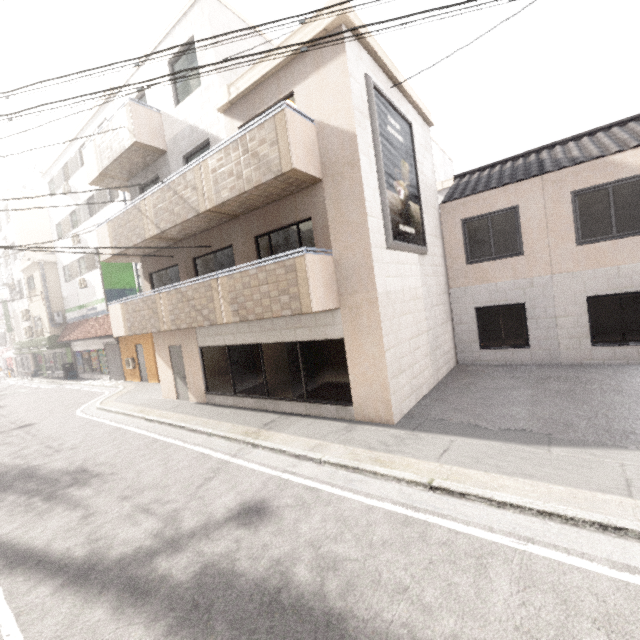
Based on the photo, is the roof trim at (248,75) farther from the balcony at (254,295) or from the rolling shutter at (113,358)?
the rolling shutter at (113,358)

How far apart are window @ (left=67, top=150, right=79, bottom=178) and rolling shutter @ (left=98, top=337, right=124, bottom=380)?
10.13m

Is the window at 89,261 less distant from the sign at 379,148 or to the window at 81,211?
the window at 81,211

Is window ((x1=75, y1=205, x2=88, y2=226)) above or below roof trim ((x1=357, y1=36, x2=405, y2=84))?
above

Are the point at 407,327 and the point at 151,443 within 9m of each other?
yes

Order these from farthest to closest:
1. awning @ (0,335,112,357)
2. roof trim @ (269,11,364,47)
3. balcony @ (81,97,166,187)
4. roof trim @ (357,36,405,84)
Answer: awning @ (0,335,112,357)
balcony @ (81,97,166,187)
roof trim @ (357,36,405,84)
roof trim @ (269,11,364,47)

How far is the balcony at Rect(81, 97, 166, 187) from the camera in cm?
1014

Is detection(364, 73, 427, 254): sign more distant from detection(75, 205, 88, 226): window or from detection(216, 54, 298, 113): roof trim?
detection(75, 205, 88, 226): window
